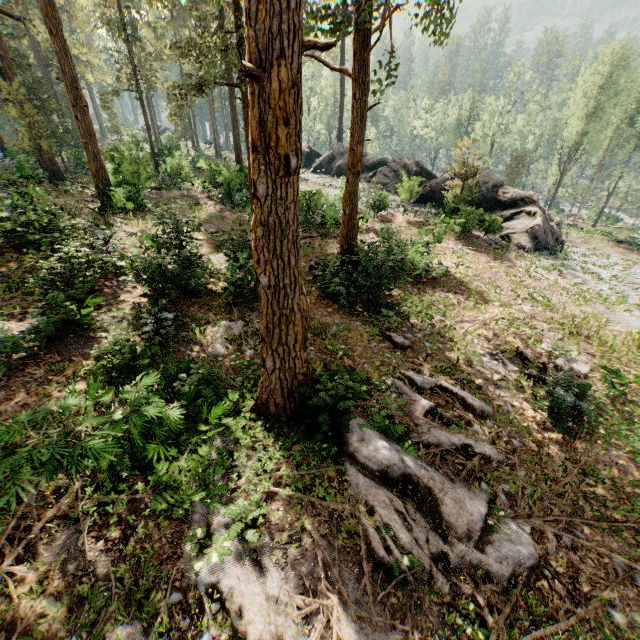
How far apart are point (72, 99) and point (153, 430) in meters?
20.9 m

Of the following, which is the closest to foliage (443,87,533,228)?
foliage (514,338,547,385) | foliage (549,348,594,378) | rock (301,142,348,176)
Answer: rock (301,142,348,176)

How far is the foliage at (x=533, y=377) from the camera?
10.9 meters

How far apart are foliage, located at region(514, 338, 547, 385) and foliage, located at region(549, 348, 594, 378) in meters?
0.1

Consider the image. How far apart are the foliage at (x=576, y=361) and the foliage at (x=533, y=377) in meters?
0.1 m

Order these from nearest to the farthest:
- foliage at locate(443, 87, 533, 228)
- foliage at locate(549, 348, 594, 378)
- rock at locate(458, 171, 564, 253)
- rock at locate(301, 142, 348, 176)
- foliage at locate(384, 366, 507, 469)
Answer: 1. foliage at locate(384, 366, 507, 469)
2. foliage at locate(549, 348, 594, 378)
3. foliage at locate(443, 87, 533, 228)
4. rock at locate(458, 171, 564, 253)
5. rock at locate(301, 142, 348, 176)

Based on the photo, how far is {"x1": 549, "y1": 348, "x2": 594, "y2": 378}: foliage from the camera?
11.45m

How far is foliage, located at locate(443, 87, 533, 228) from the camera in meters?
22.0
